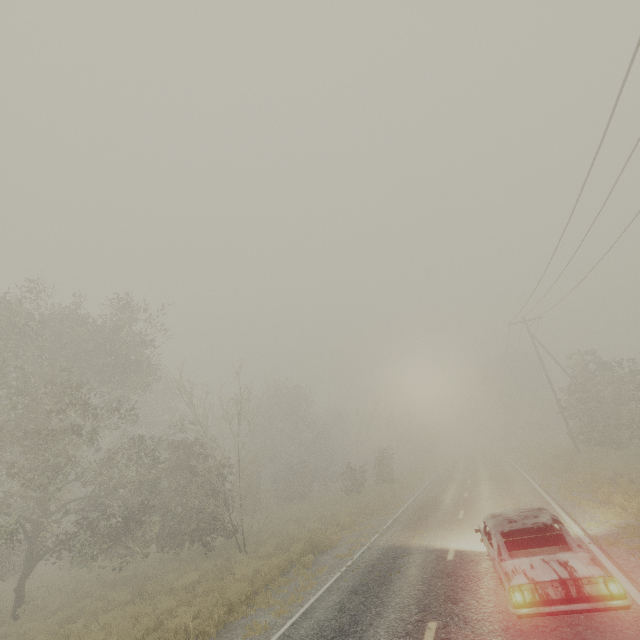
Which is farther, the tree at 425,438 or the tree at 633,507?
the tree at 425,438

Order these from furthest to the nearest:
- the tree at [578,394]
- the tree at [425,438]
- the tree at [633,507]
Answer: the tree at [425,438] < the tree at [578,394] < the tree at [633,507]

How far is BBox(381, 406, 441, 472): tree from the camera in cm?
4128

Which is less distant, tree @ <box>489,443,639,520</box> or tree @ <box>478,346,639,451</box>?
tree @ <box>489,443,639,520</box>

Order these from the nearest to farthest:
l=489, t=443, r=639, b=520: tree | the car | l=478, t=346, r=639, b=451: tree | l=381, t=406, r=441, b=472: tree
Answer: the car, l=489, t=443, r=639, b=520: tree, l=478, t=346, r=639, b=451: tree, l=381, t=406, r=441, b=472: tree

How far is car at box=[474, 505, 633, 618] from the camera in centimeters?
502cm

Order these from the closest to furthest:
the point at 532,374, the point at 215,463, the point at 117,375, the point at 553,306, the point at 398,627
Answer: the point at 398,627
the point at 117,375
the point at 553,306
the point at 215,463
the point at 532,374

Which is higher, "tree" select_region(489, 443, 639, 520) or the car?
the car
